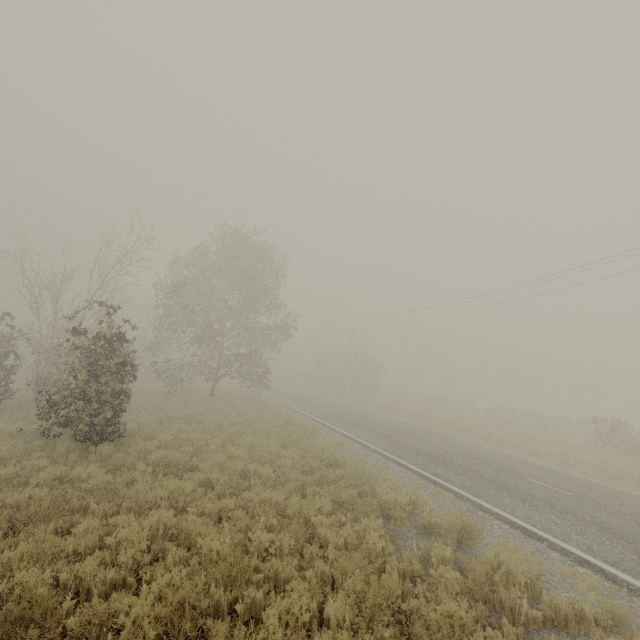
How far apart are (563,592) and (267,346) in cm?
2187
